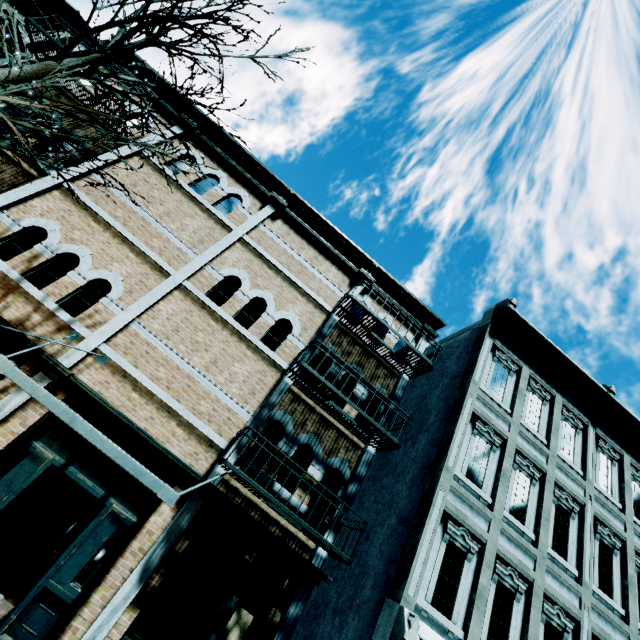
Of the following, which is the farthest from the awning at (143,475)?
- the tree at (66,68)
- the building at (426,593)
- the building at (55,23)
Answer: the building at (426,593)

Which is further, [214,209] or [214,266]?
[214,209]

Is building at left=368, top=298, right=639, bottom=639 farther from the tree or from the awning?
the tree

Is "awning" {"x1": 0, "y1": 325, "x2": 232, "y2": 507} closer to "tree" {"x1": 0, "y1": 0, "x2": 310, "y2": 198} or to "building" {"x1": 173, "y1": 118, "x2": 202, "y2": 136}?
"building" {"x1": 173, "y1": 118, "x2": 202, "y2": 136}

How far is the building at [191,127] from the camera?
10.80m

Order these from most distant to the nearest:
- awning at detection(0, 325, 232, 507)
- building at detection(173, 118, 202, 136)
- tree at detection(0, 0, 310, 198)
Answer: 1. building at detection(173, 118, 202, 136)
2. tree at detection(0, 0, 310, 198)
3. awning at detection(0, 325, 232, 507)

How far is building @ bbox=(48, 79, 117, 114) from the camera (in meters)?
9.21

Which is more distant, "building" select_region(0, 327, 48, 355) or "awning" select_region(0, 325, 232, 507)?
"building" select_region(0, 327, 48, 355)
